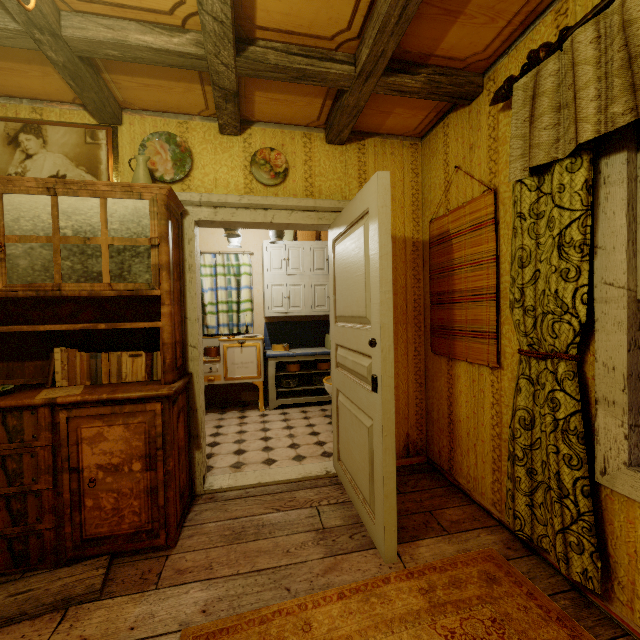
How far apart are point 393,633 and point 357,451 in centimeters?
90cm

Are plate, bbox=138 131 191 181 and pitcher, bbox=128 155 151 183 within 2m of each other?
yes

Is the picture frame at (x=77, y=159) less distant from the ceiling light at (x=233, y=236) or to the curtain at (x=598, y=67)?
the ceiling light at (x=233, y=236)

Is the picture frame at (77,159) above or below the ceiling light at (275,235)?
above

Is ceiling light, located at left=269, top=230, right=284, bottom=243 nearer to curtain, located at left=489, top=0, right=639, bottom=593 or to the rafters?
the rafters

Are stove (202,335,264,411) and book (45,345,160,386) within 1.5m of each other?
no

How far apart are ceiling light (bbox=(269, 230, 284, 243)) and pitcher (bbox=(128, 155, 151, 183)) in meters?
1.3 m

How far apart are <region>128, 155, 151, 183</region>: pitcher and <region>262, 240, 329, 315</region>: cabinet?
2.52m
